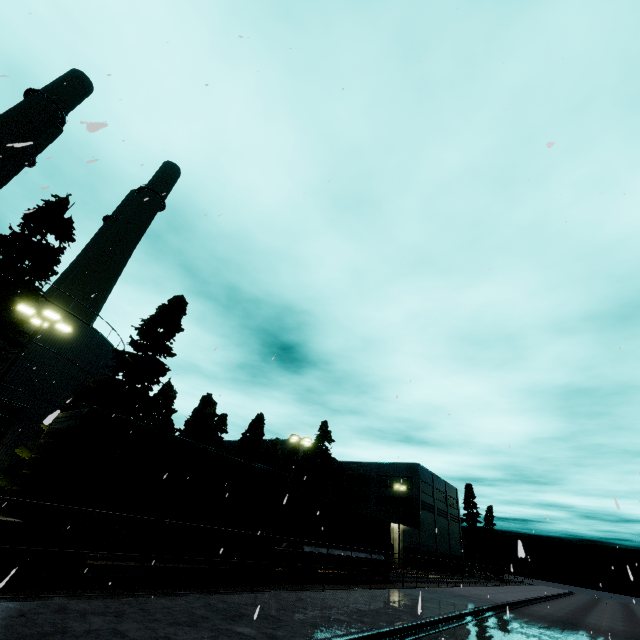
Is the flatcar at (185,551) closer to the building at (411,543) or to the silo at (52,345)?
the silo at (52,345)

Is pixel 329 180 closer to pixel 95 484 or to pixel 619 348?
pixel 619 348

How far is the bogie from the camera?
15.9m

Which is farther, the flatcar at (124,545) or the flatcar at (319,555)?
the flatcar at (319,555)

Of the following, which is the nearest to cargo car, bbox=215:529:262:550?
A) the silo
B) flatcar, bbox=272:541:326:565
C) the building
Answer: flatcar, bbox=272:541:326:565

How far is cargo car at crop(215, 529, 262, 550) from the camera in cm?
1404

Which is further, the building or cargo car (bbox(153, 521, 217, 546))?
the building

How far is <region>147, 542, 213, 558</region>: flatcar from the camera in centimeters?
1205cm
